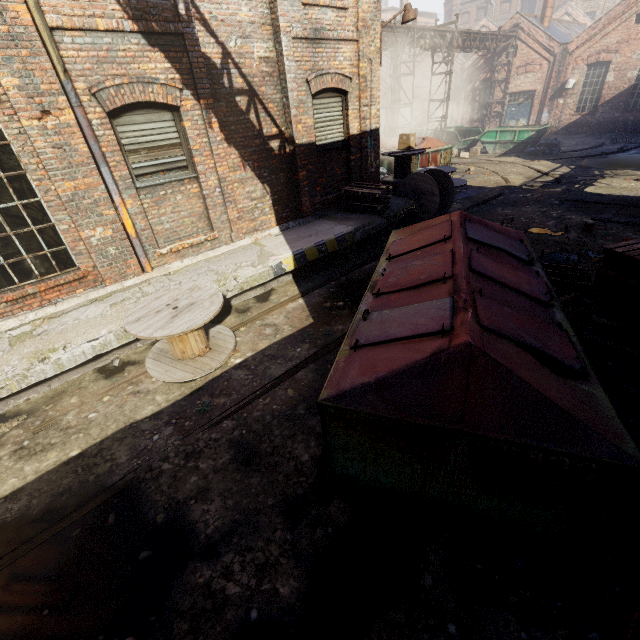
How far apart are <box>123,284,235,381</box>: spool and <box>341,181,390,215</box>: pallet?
5.10m

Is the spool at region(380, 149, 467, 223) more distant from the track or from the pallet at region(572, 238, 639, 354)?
the track

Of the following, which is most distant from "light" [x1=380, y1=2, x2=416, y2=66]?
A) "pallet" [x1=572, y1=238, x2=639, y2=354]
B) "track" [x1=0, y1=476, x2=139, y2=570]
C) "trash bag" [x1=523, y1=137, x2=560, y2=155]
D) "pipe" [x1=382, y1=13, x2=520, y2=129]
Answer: "trash bag" [x1=523, y1=137, x2=560, y2=155]

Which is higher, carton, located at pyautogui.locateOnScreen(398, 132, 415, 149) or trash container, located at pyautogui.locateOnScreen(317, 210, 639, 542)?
carton, located at pyautogui.locateOnScreen(398, 132, 415, 149)

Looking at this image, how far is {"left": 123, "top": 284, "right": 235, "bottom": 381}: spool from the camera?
4.9m

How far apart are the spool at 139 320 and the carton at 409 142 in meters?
9.6 m

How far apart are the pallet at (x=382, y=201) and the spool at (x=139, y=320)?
5.10m

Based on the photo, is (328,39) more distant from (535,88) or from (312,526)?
(535,88)
